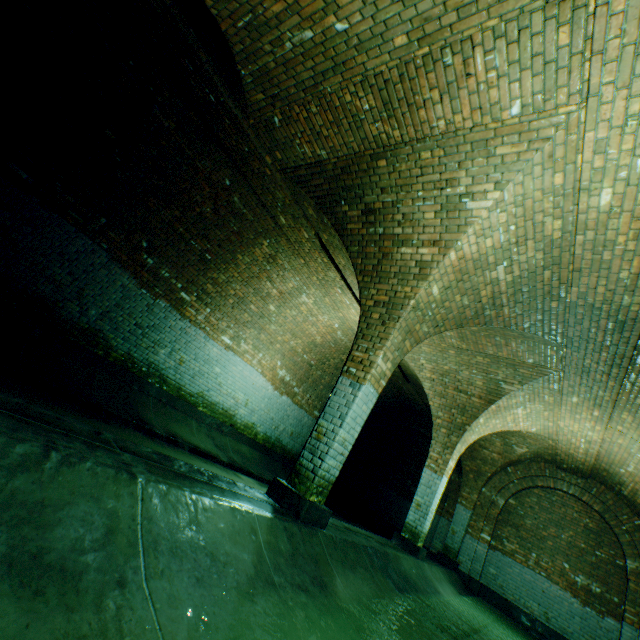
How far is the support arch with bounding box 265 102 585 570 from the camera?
3.6 meters

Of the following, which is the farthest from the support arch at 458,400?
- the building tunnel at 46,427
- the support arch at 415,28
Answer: the support arch at 415,28

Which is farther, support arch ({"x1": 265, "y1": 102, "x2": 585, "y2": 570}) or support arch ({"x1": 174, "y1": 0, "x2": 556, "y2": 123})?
support arch ({"x1": 265, "y1": 102, "x2": 585, "y2": 570})

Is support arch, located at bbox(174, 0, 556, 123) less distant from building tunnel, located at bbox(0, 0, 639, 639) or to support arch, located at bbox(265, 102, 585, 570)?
building tunnel, located at bbox(0, 0, 639, 639)

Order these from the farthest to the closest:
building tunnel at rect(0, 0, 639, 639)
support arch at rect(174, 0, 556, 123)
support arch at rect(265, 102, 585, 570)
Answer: support arch at rect(265, 102, 585, 570) → support arch at rect(174, 0, 556, 123) → building tunnel at rect(0, 0, 639, 639)

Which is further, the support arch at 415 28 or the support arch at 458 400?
the support arch at 458 400

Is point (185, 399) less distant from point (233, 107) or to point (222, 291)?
point (222, 291)

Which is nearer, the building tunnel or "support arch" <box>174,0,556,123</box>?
the building tunnel
